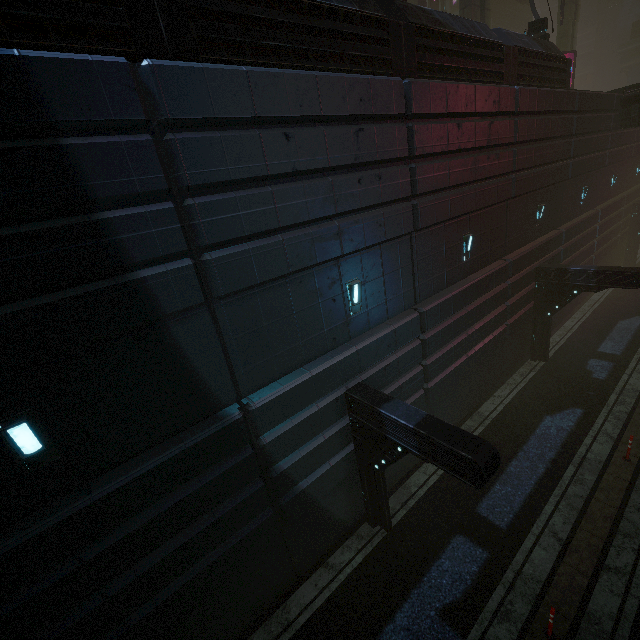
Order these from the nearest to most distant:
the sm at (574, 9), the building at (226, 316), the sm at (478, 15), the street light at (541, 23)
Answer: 1. the building at (226, 316)
2. the street light at (541, 23)
3. the sm at (478, 15)
4. the sm at (574, 9)

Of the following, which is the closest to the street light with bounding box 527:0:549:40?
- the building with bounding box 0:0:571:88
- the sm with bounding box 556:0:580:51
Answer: the building with bounding box 0:0:571:88

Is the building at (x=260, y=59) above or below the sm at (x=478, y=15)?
below

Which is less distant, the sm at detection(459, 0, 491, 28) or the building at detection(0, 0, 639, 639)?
the building at detection(0, 0, 639, 639)

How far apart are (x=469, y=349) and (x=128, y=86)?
12.2 meters

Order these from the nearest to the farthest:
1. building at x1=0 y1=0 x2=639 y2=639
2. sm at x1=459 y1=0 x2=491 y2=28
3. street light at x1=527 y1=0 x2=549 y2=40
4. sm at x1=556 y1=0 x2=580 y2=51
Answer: building at x1=0 y1=0 x2=639 y2=639 < street light at x1=527 y1=0 x2=549 y2=40 < sm at x1=459 y1=0 x2=491 y2=28 < sm at x1=556 y1=0 x2=580 y2=51

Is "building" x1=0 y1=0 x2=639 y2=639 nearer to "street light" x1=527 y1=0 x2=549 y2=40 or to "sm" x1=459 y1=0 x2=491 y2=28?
"street light" x1=527 y1=0 x2=549 y2=40

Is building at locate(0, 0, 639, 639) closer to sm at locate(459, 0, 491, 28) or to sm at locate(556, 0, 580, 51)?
sm at locate(459, 0, 491, 28)
